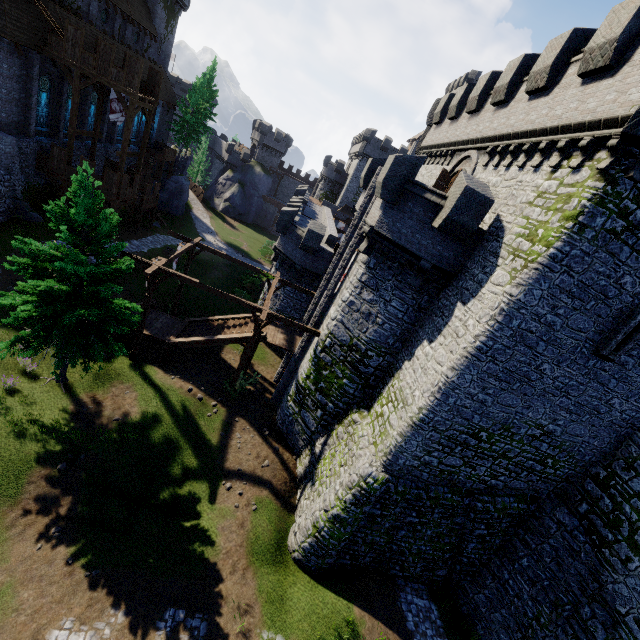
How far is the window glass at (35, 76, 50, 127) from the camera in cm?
2410

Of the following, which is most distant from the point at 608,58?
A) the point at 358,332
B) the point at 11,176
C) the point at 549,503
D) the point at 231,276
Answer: the point at 231,276

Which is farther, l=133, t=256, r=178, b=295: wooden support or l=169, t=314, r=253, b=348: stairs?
l=169, t=314, r=253, b=348: stairs

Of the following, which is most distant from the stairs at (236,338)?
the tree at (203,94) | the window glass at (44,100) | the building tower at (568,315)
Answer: the tree at (203,94)

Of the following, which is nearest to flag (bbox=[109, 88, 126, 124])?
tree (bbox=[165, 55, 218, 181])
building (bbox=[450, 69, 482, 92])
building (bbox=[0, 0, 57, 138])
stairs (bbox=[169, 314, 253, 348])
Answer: building (bbox=[0, 0, 57, 138])

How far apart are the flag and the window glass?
4.1m

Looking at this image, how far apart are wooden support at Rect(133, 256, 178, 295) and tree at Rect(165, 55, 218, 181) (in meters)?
38.95

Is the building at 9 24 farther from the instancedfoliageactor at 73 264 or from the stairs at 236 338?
the stairs at 236 338
